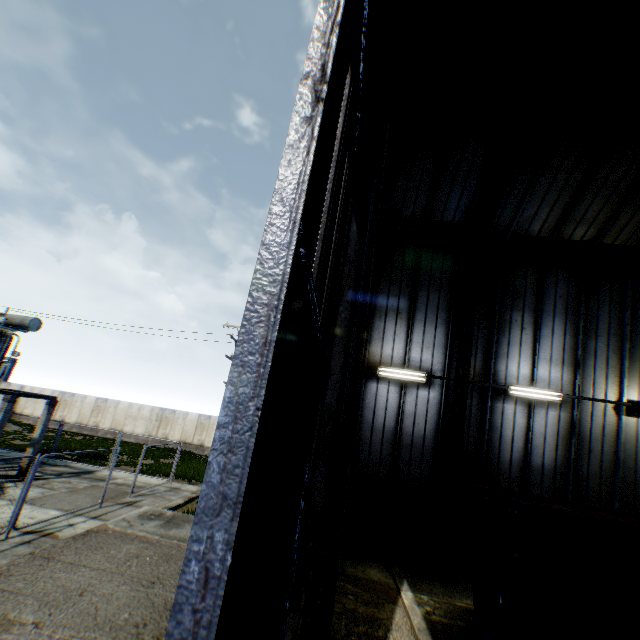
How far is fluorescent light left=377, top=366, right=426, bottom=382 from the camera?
11.06m

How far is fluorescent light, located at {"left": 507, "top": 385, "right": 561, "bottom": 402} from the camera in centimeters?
1063cm

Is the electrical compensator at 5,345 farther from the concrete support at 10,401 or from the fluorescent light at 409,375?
the fluorescent light at 409,375

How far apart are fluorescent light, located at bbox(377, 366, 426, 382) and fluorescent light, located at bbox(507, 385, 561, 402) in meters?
2.7

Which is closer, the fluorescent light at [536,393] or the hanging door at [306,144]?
the hanging door at [306,144]

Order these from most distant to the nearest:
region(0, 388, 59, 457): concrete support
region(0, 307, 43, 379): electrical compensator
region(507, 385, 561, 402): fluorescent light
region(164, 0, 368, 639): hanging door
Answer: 1. region(0, 307, 43, 379): electrical compensator
2. region(0, 388, 59, 457): concrete support
3. region(507, 385, 561, 402): fluorescent light
4. region(164, 0, 368, 639): hanging door

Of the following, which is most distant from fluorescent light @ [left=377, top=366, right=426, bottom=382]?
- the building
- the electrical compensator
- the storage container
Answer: the electrical compensator

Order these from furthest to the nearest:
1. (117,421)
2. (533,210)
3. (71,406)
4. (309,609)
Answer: (71,406) < (117,421) < (533,210) < (309,609)
